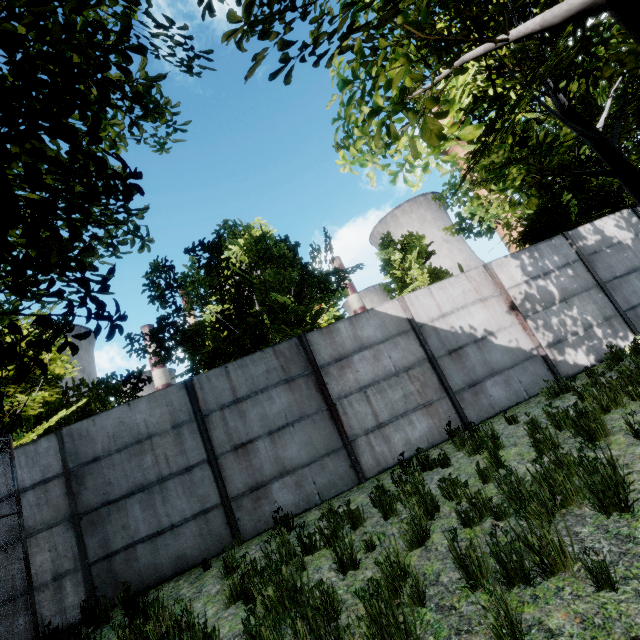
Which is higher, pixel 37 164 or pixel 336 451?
pixel 37 164
